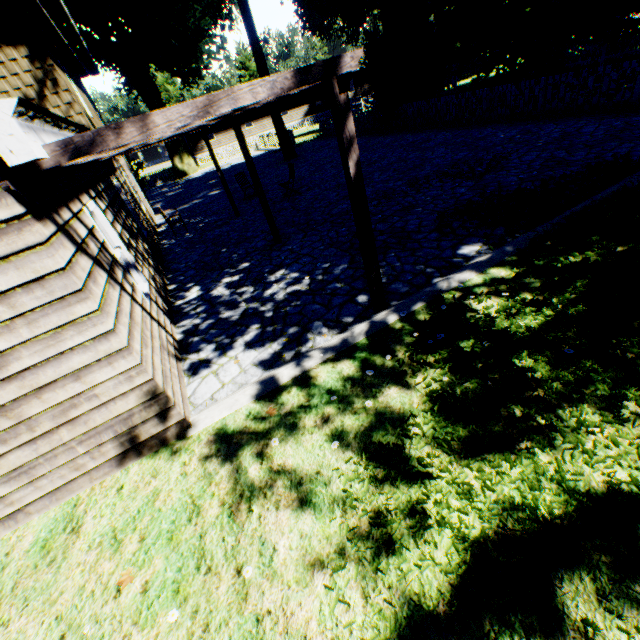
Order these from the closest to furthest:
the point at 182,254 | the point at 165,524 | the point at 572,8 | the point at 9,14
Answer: the point at 165,524 → the point at 9,14 → the point at 182,254 → the point at 572,8

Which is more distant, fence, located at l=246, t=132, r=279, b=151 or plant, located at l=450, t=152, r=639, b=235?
fence, located at l=246, t=132, r=279, b=151

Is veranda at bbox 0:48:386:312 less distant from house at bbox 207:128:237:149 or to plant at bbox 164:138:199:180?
plant at bbox 164:138:199:180

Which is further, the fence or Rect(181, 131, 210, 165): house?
Rect(181, 131, 210, 165): house

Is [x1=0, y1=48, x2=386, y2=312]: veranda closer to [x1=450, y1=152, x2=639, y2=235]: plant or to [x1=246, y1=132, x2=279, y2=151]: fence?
[x1=246, y1=132, x2=279, y2=151]: fence

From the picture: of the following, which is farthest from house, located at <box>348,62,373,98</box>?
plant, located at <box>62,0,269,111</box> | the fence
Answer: plant, located at <box>62,0,269,111</box>

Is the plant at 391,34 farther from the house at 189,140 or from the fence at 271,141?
the house at 189,140

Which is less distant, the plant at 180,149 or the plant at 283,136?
the plant at 283,136
